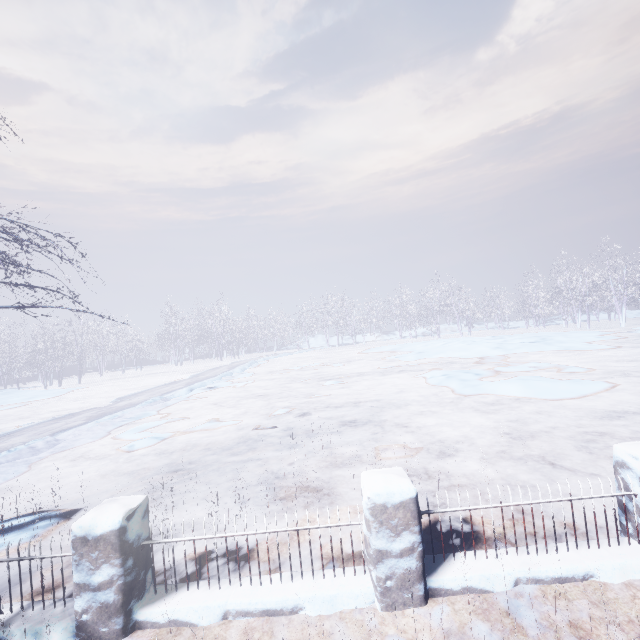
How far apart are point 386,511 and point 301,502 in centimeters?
220cm
